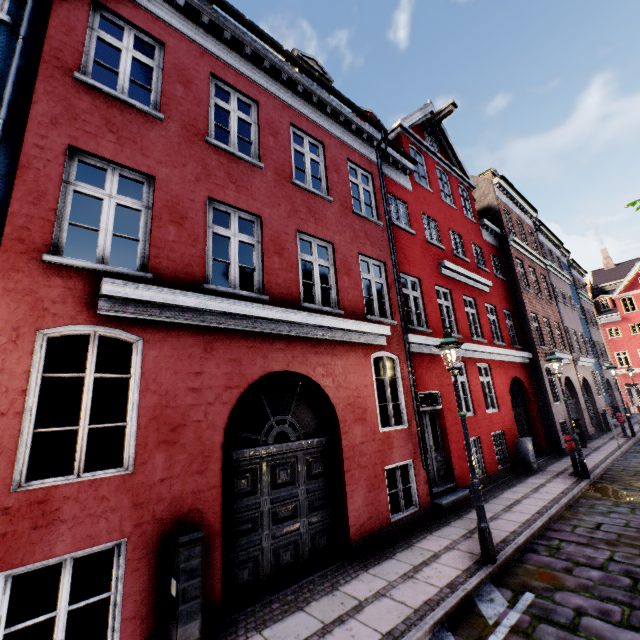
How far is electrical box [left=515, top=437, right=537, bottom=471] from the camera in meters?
11.2 m

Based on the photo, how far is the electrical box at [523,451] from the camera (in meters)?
11.22

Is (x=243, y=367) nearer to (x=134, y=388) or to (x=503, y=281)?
(x=134, y=388)

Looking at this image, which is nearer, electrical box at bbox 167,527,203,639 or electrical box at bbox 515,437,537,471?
electrical box at bbox 167,527,203,639

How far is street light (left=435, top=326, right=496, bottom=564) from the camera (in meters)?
5.27

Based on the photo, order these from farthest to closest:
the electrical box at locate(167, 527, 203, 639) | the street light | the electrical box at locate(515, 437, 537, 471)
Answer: the electrical box at locate(515, 437, 537, 471)
the street light
the electrical box at locate(167, 527, 203, 639)

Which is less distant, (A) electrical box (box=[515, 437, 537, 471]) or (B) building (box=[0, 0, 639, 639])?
(B) building (box=[0, 0, 639, 639])

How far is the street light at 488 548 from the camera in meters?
5.3
